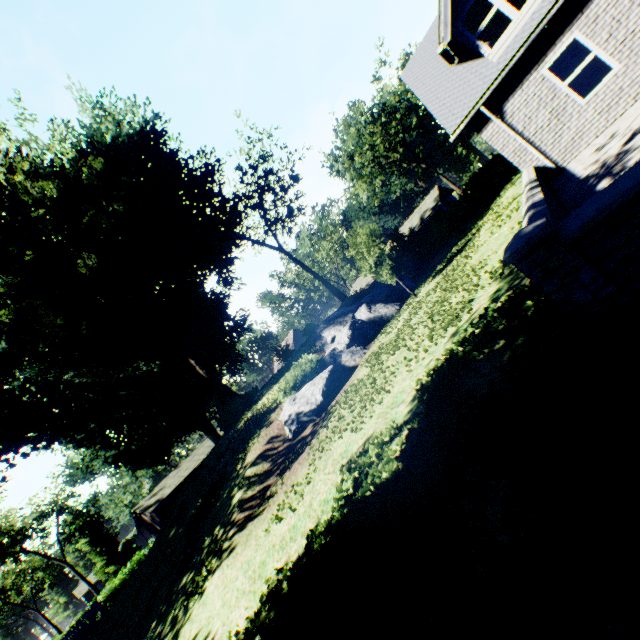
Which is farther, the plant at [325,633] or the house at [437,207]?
the house at [437,207]

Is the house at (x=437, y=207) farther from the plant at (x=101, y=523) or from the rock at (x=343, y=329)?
the plant at (x=101, y=523)

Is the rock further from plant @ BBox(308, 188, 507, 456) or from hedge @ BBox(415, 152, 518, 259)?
plant @ BBox(308, 188, 507, 456)

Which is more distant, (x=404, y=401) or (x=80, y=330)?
(x=80, y=330)

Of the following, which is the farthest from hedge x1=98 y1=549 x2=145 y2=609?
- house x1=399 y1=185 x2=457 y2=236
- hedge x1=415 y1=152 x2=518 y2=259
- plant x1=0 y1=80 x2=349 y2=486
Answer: house x1=399 y1=185 x2=457 y2=236

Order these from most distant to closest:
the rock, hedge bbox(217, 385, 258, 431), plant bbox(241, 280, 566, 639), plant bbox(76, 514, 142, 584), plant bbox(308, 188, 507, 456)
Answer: plant bbox(76, 514, 142, 584), hedge bbox(217, 385, 258, 431), the rock, plant bbox(308, 188, 507, 456), plant bbox(241, 280, 566, 639)

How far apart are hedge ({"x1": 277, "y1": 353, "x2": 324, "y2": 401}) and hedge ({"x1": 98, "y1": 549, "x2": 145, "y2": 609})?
30.43m

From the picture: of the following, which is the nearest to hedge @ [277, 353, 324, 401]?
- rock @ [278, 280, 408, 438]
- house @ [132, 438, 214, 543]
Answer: rock @ [278, 280, 408, 438]
